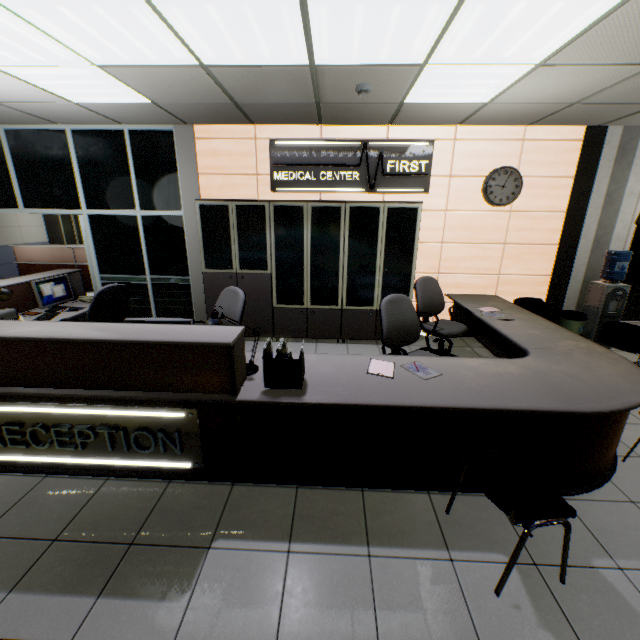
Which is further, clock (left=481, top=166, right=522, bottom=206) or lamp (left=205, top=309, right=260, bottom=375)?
clock (left=481, top=166, right=522, bottom=206)

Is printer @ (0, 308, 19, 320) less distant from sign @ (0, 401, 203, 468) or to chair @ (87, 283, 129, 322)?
chair @ (87, 283, 129, 322)

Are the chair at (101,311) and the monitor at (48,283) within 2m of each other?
yes

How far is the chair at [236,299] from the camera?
3.6 meters

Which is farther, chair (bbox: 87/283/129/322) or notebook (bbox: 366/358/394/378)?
chair (bbox: 87/283/129/322)

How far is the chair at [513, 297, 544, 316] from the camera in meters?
4.9 m

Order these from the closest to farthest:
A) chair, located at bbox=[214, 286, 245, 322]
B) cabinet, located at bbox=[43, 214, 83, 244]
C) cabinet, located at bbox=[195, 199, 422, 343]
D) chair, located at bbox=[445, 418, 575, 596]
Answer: chair, located at bbox=[445, 418, 575, 596]
chair, located at bbox=[214, 286, 245, 322]
cabinet, located at bbox=[195, 199, 422, 343]
cabinet, located at bbox=[43, 214, 83, 244]

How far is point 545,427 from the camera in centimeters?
226cm
